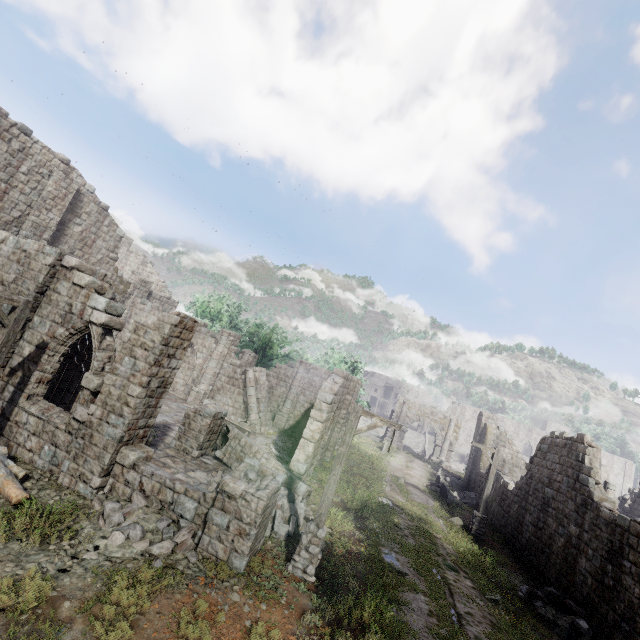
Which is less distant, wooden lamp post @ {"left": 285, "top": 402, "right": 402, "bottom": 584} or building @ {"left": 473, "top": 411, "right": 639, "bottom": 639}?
wooden lamp post @ {"left": 285, "top": 402, "right": 402, "bottom": 584}

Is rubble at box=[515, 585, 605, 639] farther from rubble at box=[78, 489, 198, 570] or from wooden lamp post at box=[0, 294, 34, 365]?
wooden lamp post at box=[0, 294, 34, 365]

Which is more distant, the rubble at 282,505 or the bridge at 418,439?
the bridge at 418,439

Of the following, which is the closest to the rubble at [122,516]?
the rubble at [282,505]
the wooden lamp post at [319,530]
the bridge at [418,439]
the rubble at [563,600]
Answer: the rubble at [282,505]

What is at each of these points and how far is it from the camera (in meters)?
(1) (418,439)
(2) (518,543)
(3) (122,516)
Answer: (1) bridge, 50.22
(2) building, 17.16
(3) rubble, 7.94

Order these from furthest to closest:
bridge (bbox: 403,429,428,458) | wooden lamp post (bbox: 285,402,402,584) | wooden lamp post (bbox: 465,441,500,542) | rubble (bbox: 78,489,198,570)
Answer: bridge (bbox: 403,429,428,458), wooden lamp post (bbox: 465,441,500,542), wooden lamp post (bbox: 285,402,402,584), rubble (bbox: 78,489,198,570)

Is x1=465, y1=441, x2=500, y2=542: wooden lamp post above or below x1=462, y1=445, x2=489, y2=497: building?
below

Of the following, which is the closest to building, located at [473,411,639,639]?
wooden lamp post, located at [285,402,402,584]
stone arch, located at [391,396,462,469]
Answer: stone arch, located at [391,396,462,469]
